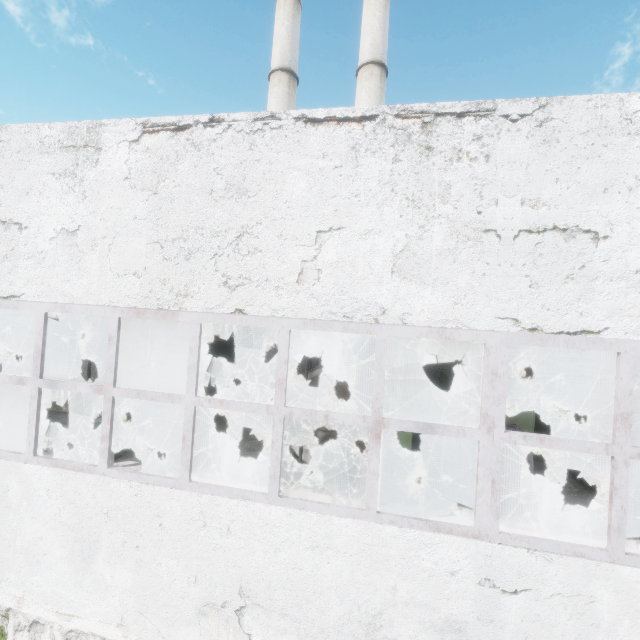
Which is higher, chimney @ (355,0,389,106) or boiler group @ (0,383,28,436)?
chimney @ (355,0,389,106)

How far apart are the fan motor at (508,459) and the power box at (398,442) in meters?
2.1 m

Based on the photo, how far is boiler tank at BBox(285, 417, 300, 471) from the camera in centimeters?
1084cm

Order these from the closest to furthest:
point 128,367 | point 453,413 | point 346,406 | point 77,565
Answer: point 77,565, point 346,406, point 128,367, point 453,413

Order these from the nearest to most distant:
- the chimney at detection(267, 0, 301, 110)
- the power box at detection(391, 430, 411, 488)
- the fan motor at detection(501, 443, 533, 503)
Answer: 1. the fan motor at detection(501, 443, 533, 503)
2. the power box at detection(391, 430, 411, 488)
3. the chimney at detection(267, 0, 301, 110)

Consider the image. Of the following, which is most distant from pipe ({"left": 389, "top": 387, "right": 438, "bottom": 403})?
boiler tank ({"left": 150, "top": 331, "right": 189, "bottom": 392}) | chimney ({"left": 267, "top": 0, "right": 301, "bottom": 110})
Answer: chimney ({"left": 267, "top": 0, "right": 301, "bottom": 110})

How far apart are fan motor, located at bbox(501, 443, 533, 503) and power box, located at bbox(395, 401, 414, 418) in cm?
208
